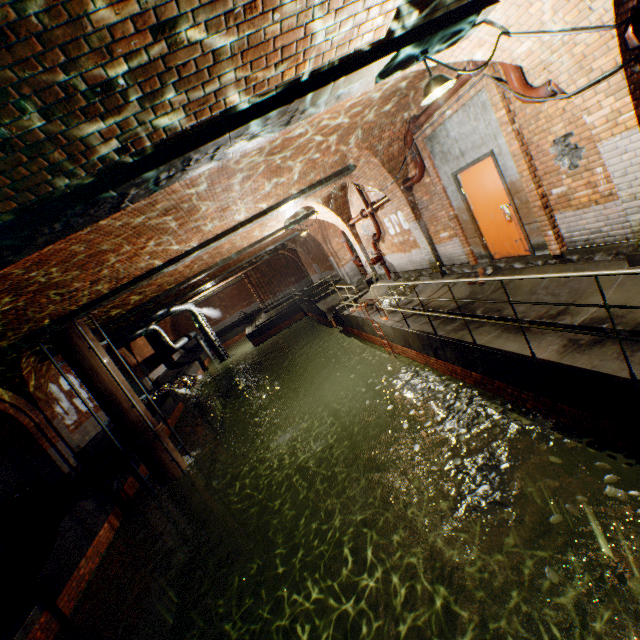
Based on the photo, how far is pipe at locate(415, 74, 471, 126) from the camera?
5.6 meters

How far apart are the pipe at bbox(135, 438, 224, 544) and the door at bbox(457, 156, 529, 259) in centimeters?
1091cm

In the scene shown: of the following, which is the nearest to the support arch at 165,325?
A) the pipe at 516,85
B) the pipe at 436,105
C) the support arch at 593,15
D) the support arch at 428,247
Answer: the support arch at 428,247

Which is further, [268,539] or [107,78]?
[268,539]

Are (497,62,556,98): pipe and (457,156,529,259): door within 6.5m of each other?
yes

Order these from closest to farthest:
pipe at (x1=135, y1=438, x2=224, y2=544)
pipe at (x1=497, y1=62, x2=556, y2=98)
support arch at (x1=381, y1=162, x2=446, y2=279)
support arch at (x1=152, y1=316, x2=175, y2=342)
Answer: pipe at (x1=497, y1=62, x2=556, y2=98) → support arch at (x1=381, y1=162, x2=446, y2=279) → pipe at (x1=135, y1=438, x2=224, y2=544) → support arch at (x1=152, y1=316, x2=175, y2=342)

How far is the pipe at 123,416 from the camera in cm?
934

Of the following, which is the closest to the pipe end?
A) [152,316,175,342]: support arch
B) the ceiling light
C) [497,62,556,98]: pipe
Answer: [497,62,556,98]: pipe
